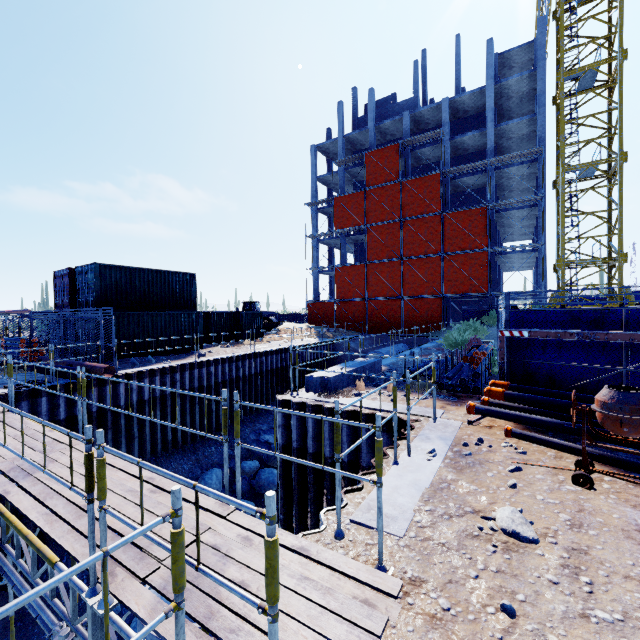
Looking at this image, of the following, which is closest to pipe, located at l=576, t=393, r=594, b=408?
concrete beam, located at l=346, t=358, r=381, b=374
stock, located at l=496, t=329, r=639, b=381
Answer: stock, located at l=496, t=329, r=639, b=381

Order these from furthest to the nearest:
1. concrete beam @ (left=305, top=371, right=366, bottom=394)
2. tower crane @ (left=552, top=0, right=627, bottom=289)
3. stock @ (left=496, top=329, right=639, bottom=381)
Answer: tower crane @ (left=552, top=0, right=627, bottom=289)
concrete beam @ (left=305, top=371, right=366, bottom=394)
stock @ (left=496, top=329, right=639, bottom=381)

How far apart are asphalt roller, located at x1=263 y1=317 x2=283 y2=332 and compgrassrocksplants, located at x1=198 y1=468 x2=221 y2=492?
17.8m

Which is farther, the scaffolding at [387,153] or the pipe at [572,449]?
the pipe at [572,449]

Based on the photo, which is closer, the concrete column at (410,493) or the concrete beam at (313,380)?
the concrete column at (410,493)

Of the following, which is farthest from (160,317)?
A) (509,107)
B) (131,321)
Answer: (509,107)

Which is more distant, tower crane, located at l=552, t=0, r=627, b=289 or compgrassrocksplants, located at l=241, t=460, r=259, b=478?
tower crane, located at l=552, t=0, r=627, b=289

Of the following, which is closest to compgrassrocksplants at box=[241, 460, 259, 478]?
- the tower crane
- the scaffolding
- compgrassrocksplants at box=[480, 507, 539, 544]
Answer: the scaffolding
